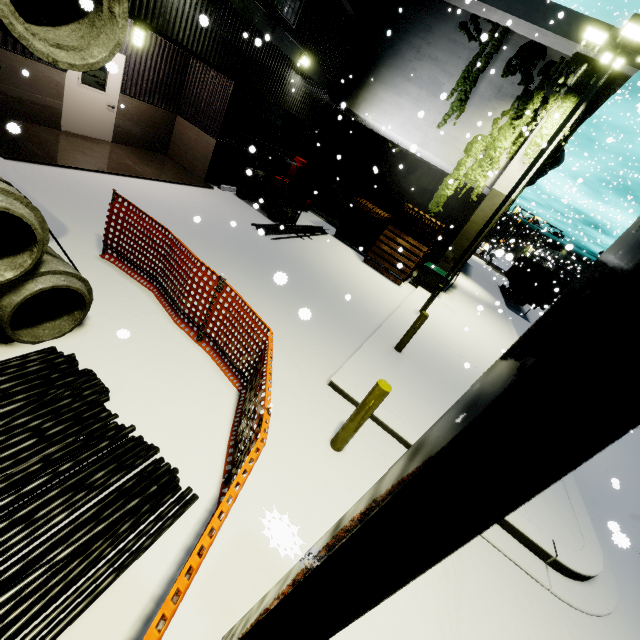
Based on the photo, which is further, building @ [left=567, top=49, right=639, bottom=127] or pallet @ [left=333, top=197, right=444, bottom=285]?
pallet @ [left=333, top=197, right=444, bottom=285]

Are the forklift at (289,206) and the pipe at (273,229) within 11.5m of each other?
yes

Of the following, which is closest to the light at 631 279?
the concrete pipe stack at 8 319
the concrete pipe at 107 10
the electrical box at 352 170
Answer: the concrete pipe stack at 8 319

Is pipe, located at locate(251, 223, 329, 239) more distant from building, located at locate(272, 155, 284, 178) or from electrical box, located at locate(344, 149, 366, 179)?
electrical box, located at locate(344, 149, 366, 179)

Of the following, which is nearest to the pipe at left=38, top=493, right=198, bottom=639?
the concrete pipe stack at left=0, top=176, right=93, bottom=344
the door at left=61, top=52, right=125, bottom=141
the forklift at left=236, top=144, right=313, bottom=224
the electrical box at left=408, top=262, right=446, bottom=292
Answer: the concrete pipe stack at left=0, top=176, right=93, bottom=344

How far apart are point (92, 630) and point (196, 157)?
13.0 meters

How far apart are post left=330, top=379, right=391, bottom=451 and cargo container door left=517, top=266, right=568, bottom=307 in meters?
23.2

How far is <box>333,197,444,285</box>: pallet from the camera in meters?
13.5 m
